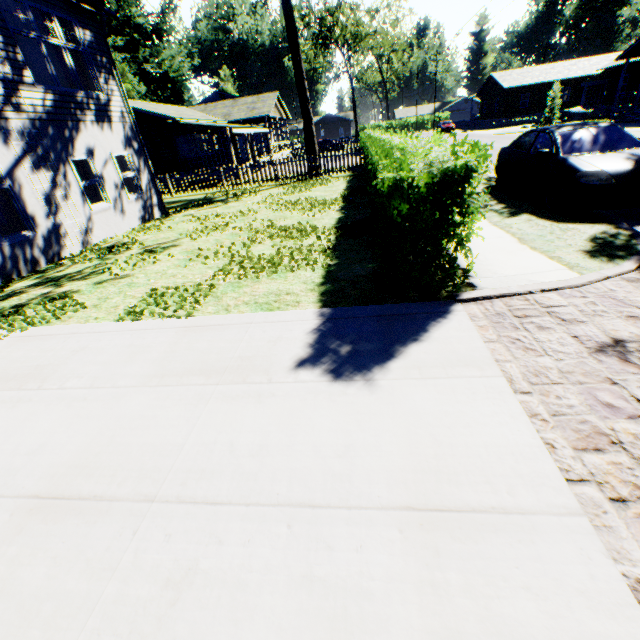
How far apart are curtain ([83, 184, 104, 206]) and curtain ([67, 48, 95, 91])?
2.0 meters

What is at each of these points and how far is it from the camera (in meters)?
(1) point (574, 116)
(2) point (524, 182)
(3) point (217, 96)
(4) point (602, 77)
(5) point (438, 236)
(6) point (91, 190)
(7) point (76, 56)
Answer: (1) rock, 34.22
(2) car, 8.14
(3) house, 50.50
(4) car, 35.53
(5) hedge, 3.79
(6) curtain, 10.92
(7) curtain, 10.70

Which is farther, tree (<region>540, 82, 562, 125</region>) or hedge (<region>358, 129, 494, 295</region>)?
tree (<region>540, 82, 562, 125</region>)

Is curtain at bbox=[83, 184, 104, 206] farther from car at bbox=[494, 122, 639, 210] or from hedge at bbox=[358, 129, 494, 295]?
car at bbox=[494, 122, 639, 210]

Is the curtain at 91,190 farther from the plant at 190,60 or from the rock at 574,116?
the rock at 574,116

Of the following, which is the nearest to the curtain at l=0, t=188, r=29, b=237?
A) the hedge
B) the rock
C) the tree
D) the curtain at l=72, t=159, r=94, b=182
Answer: the curtain at l=72, t=159, r=94, b=182

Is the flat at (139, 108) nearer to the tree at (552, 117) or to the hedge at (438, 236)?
the hedge at (438, 236)
